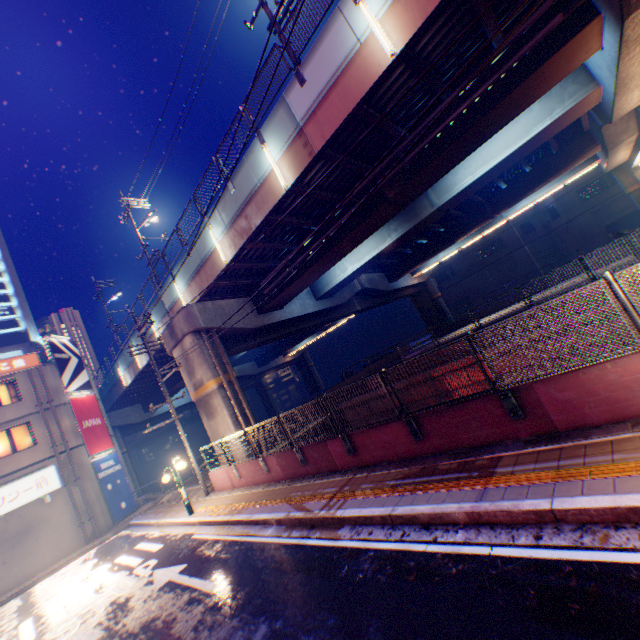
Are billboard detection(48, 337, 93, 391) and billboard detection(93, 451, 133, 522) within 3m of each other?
no

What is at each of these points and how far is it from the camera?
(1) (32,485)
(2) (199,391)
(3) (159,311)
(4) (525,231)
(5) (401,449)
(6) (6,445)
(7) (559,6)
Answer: (1) sign, 18.9m
(2) overpass support, 17.8m
(3) overpass support, 20.7m
(4) building, 42.8m
(5) concrete block, 8.1m
(6) window glass, 19.5m
(7) overpass support, 8.7m

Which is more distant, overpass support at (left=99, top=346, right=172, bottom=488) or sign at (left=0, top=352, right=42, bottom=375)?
overpass support at (left=99, top=346, right=172, bottom=488)

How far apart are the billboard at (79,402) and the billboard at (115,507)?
0.2m

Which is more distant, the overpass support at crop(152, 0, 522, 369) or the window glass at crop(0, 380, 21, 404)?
the window glass at crop(0, 380, 21, 404)

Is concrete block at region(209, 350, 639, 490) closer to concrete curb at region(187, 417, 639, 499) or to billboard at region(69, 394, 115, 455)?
concrete curb at region(187, 417, 639, 499)

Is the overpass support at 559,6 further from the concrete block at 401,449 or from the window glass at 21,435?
the window glass at 21,435

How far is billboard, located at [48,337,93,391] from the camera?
22.8 meters
